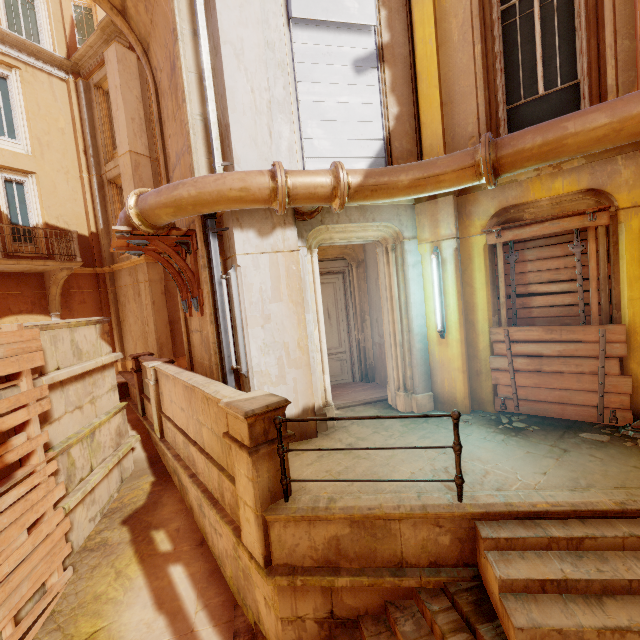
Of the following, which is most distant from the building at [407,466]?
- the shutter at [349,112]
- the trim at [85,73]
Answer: the trim at [85,73]

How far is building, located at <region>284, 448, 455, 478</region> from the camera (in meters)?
4.06

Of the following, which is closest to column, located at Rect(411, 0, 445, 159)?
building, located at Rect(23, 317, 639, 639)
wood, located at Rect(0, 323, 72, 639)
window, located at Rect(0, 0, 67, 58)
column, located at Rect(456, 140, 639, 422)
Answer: column, located at Rect(456, 140, 639, 422)

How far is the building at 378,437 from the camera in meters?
4.8 m

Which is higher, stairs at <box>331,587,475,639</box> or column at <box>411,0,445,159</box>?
column at <box>411,0,445,159</box>

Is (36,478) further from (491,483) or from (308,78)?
(308,78)

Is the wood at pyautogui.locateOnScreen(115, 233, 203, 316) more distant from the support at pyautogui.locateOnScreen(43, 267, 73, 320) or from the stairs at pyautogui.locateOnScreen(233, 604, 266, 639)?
the support at pyautogui.locateOnScreen(43, 267, 73, 320)

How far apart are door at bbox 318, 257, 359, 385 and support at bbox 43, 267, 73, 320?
8.98m
